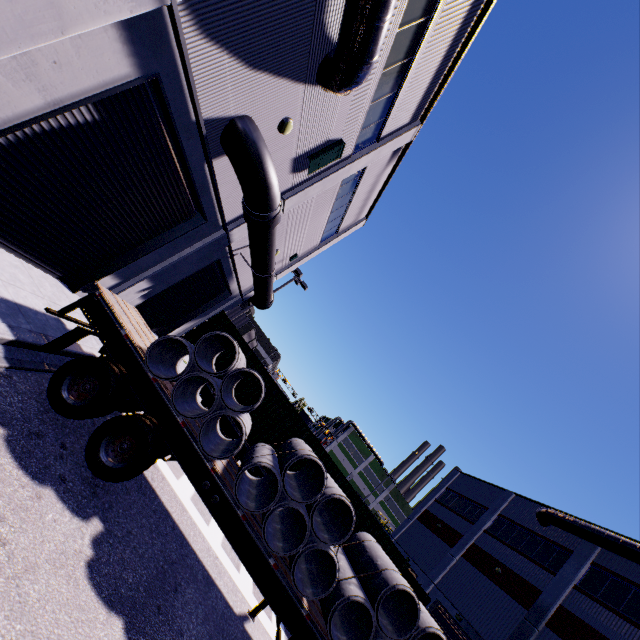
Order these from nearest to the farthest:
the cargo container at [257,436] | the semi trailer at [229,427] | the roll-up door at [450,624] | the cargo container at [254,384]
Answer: the cargo container at [257,436] → the semi trailer at [229,427] → the cargo container at [254,384] → the roll-up door at [450,624]

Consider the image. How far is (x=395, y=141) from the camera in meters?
14.0

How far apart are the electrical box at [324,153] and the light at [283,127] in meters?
1.9

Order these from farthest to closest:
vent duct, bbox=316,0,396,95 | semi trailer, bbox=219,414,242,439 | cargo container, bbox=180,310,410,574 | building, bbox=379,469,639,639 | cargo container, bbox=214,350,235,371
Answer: building, bbox=379,469,639,639
cargo container, bbox=214,350,235,371
semi trailer, bbox=219,414,242,439
cargo container, bbox=180,310,410,574
vent duct, bbox=316,0,396,95

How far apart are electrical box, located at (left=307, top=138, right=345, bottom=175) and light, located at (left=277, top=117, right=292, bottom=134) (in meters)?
1.94

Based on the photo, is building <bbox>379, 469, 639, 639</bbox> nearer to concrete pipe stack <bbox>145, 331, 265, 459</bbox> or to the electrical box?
the electrical box

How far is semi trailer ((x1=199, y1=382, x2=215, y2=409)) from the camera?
12.7 meters

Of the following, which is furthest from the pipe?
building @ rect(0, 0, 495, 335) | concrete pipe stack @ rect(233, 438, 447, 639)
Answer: concrete pipe stack @ rect(233, 438, 447, 639)
